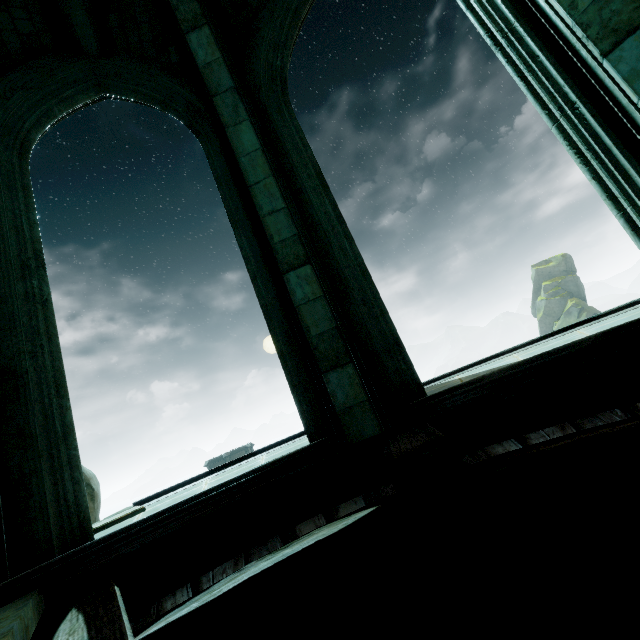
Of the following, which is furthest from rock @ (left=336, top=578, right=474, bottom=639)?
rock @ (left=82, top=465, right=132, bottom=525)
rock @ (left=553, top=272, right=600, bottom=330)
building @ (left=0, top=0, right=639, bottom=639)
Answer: rock @ (left=553, top=272, right=600, bottom=330)

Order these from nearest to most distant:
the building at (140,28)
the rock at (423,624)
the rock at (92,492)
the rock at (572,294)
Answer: the building at (140,28), the rock at (423,624), the rock at (92,492), the rock at (572,294)

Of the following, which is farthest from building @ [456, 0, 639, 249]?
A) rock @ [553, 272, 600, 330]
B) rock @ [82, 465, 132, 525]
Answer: rock @ [553, 272, 600, 330]

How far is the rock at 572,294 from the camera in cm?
5500

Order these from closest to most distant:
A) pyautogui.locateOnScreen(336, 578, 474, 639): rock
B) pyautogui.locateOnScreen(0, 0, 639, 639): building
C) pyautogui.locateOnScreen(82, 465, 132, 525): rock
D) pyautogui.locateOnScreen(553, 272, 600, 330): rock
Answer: pyautogui.locateOnScreen(0, 0, 639, 639): building
pyautogui.locateOnScreen(336, 578, 474, 639): rock
pyautogui.locateOnScreen(82, 465, 132, 525): rock
pyautogui.locateOnScreen(553, 272, 600, 330): rock

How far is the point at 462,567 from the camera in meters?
2.2

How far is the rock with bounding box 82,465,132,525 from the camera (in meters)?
6.93
